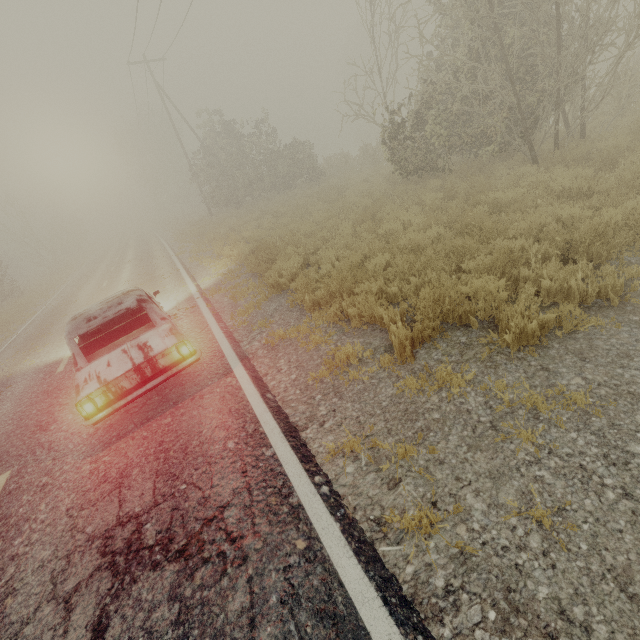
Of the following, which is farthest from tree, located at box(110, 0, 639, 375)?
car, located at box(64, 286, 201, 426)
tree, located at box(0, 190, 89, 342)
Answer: tree, located at box(0, 190, 89, 342)

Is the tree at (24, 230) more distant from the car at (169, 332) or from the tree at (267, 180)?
the tree at (267, 180)

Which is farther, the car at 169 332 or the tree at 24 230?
the tree at 24 230

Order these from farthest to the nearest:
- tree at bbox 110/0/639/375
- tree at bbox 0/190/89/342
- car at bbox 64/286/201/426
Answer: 1. tree at bbox 0/190/89/342
2. tree at bbox 110/0/639/375
3. car at bbox 64/286/201/426

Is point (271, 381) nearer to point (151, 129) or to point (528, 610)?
point (528, 610)

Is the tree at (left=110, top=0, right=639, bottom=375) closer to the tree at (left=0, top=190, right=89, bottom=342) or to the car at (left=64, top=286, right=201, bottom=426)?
the car at (left=64, top=286, right=201, bottom=426)

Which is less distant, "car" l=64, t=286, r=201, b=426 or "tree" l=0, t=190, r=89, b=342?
"car" l=64, t=286, r=201, b=426

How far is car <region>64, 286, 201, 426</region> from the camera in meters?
4.4 m
